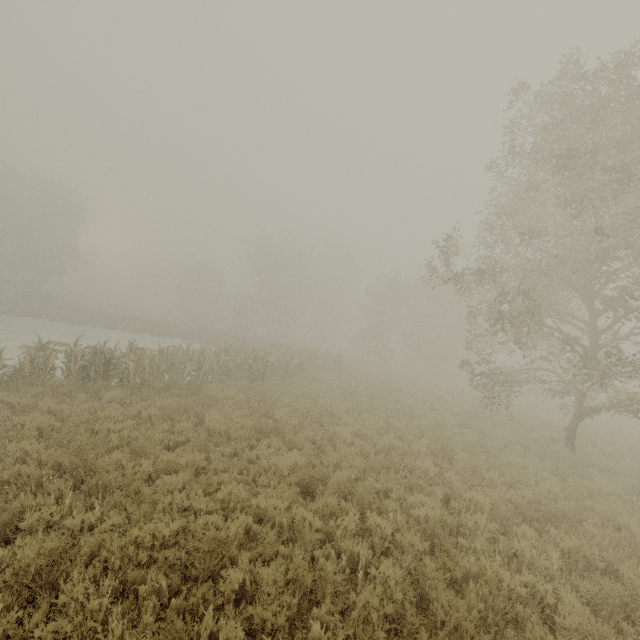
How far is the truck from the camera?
56.7 meters

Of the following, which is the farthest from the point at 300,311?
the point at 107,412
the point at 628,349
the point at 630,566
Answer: the point at 628,349

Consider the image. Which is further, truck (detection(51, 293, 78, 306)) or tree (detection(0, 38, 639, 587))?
truck (detection(51, 293, 78, 306))

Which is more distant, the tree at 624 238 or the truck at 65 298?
the truck at 65 298

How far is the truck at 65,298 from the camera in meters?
56.7 m
